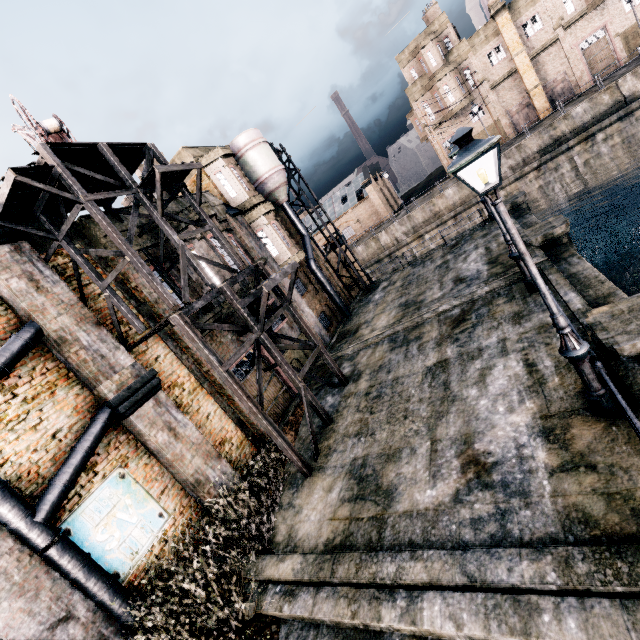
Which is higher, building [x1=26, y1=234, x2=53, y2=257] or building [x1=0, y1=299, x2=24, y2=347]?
building [x1=26, y1=234, x2=53, y2=257]

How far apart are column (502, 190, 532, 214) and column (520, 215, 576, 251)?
6.86m

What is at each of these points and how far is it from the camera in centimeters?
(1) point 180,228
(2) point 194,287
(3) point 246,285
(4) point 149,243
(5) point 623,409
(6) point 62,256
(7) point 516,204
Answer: (1) building, 1363cm
(2) building, 1404cm
(3) building, 1462cm
(4) building, 1309cm
(5) metal railing, 484cm
(6) building, 1082cm
(7) column, 2050cm

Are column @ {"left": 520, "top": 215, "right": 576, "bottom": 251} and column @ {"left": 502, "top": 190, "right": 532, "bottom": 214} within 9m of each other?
yes

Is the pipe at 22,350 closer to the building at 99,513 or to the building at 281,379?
the building at 99,513

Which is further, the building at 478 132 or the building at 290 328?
the building at 478 132

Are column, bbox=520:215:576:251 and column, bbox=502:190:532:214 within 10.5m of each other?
yes

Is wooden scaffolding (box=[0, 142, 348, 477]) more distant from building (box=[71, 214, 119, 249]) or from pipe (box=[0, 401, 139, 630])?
pipe (box=[0, 401, 139, 630])
